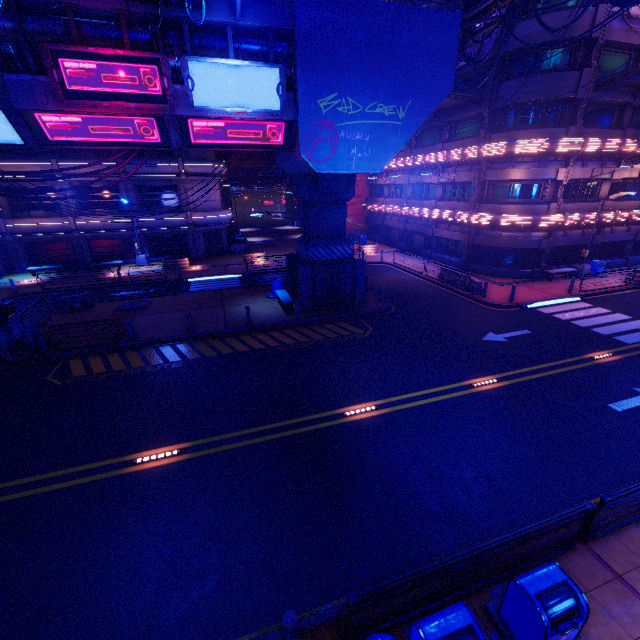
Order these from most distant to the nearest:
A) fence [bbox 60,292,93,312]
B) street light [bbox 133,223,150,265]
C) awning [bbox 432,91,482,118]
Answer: street light [bbox 133,223,150,265] → awning [bbox 432,91,482,118] → fence [bbox 60,292,93,312]

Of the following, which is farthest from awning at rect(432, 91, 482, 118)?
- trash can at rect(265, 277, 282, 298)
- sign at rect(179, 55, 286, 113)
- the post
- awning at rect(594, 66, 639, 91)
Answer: the post

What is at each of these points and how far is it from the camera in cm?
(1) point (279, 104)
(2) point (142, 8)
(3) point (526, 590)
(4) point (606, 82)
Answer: (1) sign, 1276
(2) walkway, 1068
(3) trash can, 475
(4) awning, 2005

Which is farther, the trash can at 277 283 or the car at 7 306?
the trash can at 277 283

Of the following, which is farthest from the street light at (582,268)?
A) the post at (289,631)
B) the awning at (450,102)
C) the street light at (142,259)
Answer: the street light at (142,259)

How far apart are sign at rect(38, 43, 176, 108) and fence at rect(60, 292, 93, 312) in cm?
1209

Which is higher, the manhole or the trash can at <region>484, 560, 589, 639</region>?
the manhole

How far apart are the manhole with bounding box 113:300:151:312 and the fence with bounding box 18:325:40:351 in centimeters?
415cm
